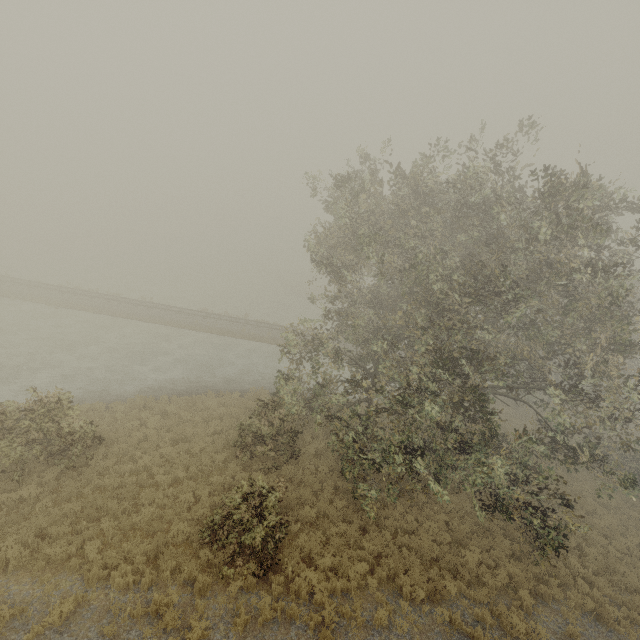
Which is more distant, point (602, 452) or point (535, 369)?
point (602, 452)
